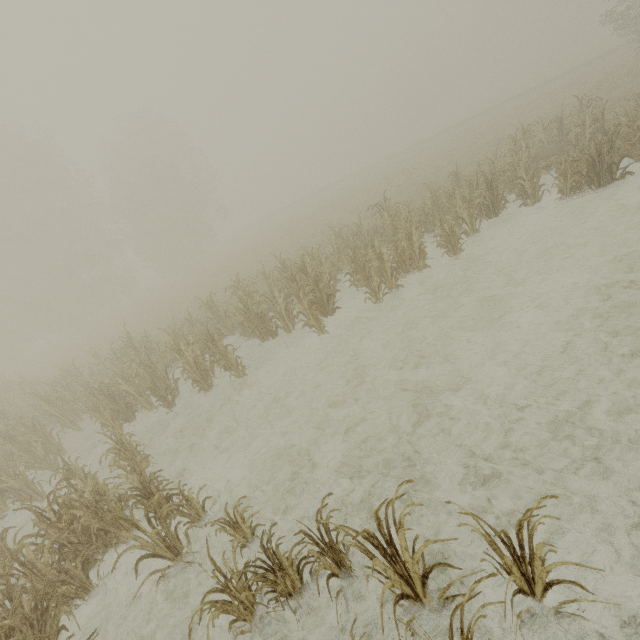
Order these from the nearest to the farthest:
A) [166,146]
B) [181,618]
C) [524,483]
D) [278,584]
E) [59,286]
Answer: [278,584], [524,483], [181,618], [59,286], [166,146]
